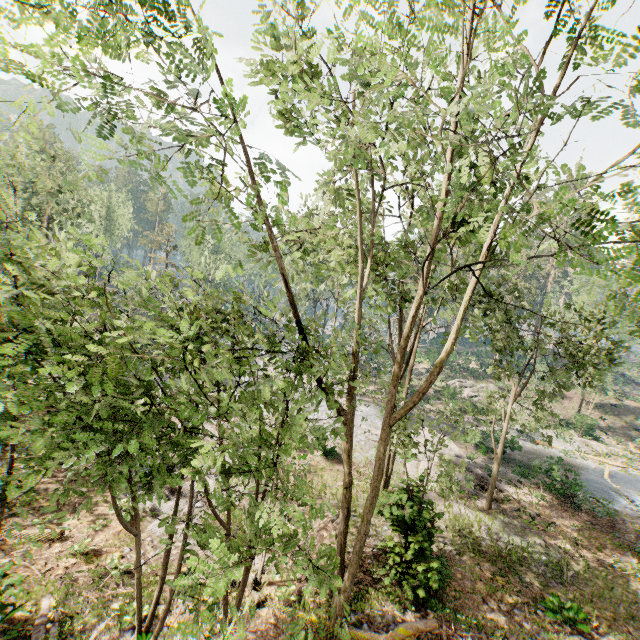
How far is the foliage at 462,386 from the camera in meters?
36.9

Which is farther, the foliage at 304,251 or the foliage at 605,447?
the foliage at 605,447

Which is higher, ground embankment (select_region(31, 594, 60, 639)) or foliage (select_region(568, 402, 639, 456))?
ground embankment (select_region(31, 594, 60, 639))

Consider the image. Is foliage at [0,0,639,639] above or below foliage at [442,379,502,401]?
above

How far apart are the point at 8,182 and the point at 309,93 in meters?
40.1

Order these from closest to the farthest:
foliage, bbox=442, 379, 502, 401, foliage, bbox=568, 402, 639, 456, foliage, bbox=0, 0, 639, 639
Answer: foliage, bbox=0, 0, 639, 639 < foliage, bbox=568, 402, 639, 456 < foliage, bbox=442, 379, 502, 401

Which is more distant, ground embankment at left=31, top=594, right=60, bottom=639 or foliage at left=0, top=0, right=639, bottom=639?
ground embankment at left=31, top=594, right=60, bottom=639
